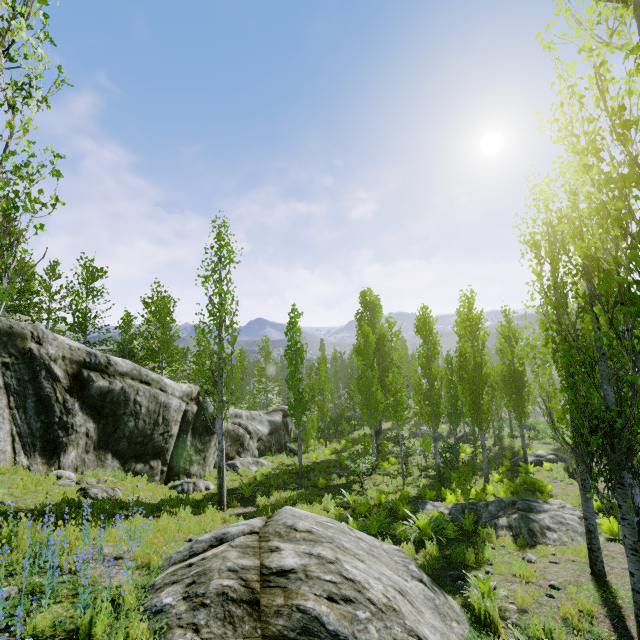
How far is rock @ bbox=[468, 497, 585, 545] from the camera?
9.56m

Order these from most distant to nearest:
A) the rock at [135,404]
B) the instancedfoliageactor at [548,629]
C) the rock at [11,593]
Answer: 1. the rock at [135,404]
2. the instancedfoliageactor at [548,629]
3. the rock at [11,593]

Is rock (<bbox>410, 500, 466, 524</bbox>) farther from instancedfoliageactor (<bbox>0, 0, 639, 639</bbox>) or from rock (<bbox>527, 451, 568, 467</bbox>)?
rock (<bbox>527, 451, 568, 467</bbox>)

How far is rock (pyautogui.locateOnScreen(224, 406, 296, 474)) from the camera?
19.1 meters

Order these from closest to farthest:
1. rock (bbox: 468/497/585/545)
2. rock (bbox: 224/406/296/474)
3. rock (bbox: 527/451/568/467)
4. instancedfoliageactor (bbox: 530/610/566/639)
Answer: instancedfoliageactor (bbox: 530/610/566/639)
rock (bbox: 468/497/585/545)
rock (bbox: 224/406/296/474)
rock (bbox: 527/451/568/467)

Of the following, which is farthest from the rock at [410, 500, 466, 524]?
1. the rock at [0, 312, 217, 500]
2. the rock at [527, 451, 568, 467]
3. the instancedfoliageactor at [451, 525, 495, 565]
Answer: the rock at [527, 451, 568, 467]

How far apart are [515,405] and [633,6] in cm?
2195

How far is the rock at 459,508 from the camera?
12.1m
